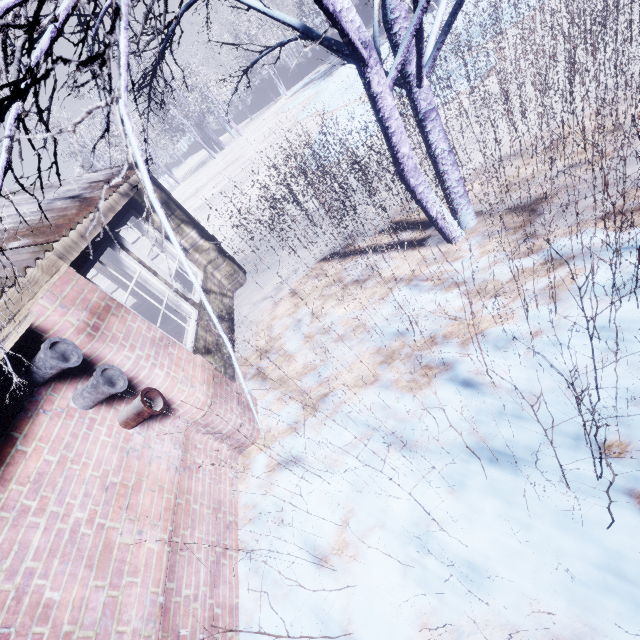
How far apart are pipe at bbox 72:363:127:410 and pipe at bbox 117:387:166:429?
0.2 meters

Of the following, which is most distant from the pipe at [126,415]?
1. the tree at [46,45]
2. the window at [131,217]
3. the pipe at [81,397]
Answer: the window at [131,217]

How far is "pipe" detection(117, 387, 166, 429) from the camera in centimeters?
233cm

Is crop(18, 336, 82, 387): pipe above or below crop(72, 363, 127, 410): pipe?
above

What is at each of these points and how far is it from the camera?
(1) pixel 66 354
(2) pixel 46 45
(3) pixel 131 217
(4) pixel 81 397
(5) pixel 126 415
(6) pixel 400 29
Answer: (1) pipe, 2.1m
(2) tree, 0.9m
(3) window, 4.4m
(4) pipe, 2.2m
(5) pipe, 2.4m
(6) tree, 2.5m

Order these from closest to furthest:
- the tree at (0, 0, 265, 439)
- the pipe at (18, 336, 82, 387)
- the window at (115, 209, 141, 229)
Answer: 1. the tree at (0, 0, 265, 439)
2. the pipe at (18, 336, 82, 387)
3. the window at (115, 209, 141, 229)

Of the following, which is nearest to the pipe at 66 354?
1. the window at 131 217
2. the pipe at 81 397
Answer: the pipe at 81 397

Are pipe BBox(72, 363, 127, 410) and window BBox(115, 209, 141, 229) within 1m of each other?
no
